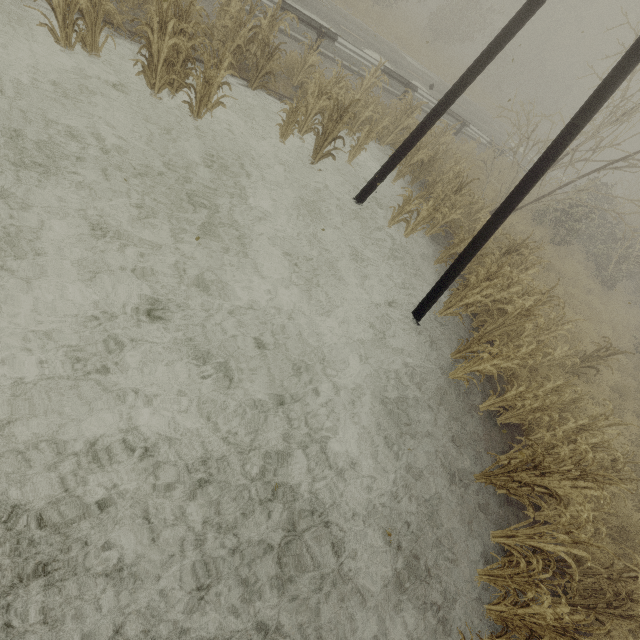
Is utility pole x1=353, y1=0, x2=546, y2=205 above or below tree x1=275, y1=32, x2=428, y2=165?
above

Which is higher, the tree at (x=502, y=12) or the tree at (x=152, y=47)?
the tree at (x=502, y=12)

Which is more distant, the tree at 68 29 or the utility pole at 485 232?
the tree at 68 29

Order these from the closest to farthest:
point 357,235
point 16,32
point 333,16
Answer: point 16,32, point 357,235, point 333,16

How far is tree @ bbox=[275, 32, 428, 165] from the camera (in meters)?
7.96

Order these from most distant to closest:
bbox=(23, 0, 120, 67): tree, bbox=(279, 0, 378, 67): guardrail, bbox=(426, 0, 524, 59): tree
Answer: bbox=(426, 0, 524, 59): tree < bbox=(279, 0, 378, 67): guardrail < bbox=(23, 0, 120, 67): tree

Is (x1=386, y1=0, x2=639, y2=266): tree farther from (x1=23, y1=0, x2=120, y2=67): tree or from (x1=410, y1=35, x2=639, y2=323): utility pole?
(x1=23, y1=0, x2=120, y2=67): tree

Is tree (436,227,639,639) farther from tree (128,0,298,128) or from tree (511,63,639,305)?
tree (128,0,298,128)
